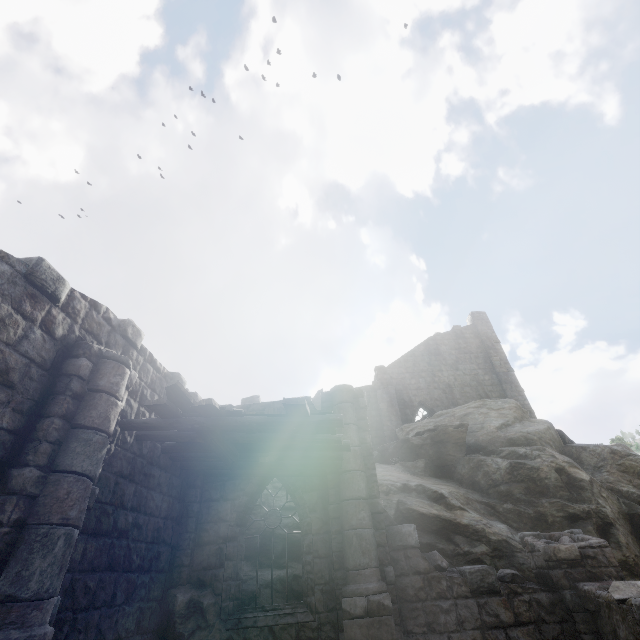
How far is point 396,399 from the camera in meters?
23.2 m

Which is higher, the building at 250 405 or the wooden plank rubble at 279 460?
the building at 250 405

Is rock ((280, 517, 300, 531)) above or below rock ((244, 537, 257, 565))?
above

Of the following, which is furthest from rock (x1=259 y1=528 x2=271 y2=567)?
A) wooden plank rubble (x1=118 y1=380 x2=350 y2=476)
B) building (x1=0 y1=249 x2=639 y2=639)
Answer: wooden plank rubble (x1=118 y1=380 x2=350 y2=476)

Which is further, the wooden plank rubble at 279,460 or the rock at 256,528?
the rock at 256,528

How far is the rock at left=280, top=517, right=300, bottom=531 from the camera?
10.06m

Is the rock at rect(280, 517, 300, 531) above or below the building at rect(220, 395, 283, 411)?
below
